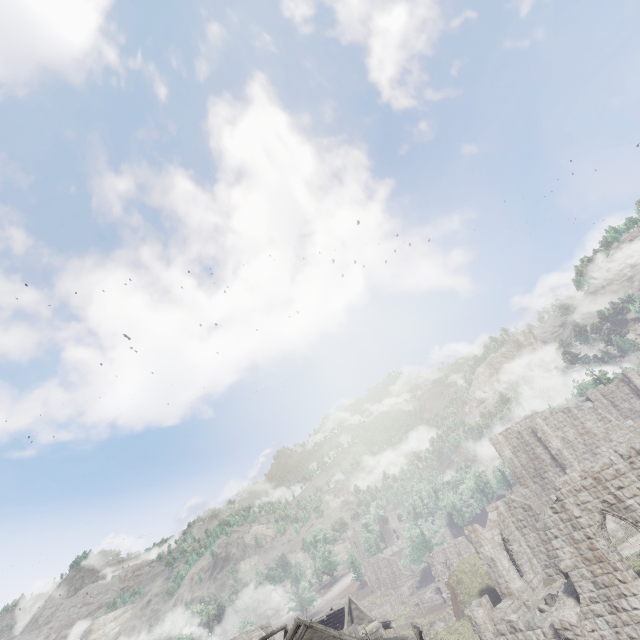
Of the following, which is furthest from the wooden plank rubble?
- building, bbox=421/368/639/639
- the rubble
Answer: the rubble

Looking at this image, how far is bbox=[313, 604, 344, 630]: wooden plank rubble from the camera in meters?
41.1

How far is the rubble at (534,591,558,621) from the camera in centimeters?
1938cm

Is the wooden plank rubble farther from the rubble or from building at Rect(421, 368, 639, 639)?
the rubble

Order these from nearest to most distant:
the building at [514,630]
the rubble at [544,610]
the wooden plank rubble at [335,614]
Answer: the building at [514,630] < the rubble at [544,610] < the wooden plank rubble at [335,614]

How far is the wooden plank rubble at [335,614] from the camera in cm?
4109

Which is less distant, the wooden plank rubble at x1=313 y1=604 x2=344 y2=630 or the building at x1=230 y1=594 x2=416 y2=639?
the building at x1=230 y1=594 x2=416 y2=639

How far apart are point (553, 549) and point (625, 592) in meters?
11.8
